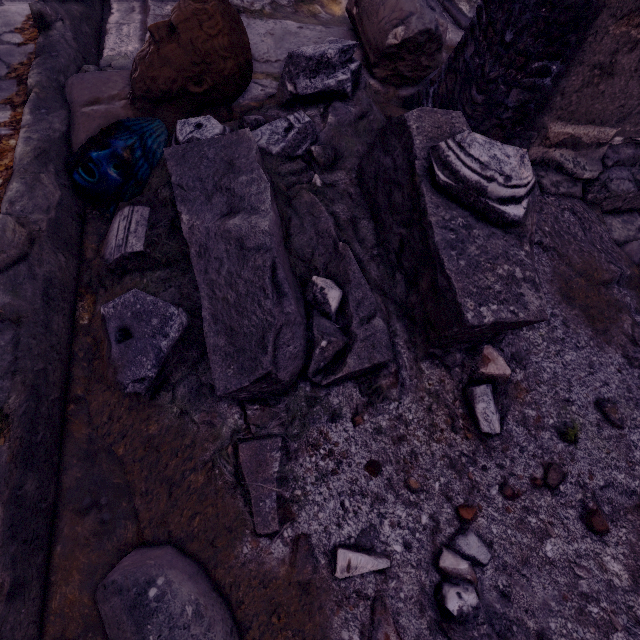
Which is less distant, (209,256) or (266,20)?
(209,256)

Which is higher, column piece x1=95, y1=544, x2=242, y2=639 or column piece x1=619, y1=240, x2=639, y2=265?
column piece x1=619, y1=240, x2=639, y2=265

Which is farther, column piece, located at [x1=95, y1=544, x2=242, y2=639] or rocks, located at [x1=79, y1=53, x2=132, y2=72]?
rocks, located at [x1=79, y1=53, x2=132, y2=72]

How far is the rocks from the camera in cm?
199

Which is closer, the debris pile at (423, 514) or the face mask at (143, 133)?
the debris pile at (423, 514)

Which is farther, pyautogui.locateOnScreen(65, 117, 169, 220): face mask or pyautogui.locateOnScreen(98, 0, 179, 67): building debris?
pyautogui.locateOnScreen(98, 0, 179, 67): building debris

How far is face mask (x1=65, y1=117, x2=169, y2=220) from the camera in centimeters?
156cm

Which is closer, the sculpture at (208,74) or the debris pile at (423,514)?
the debris pile at (423,514)
